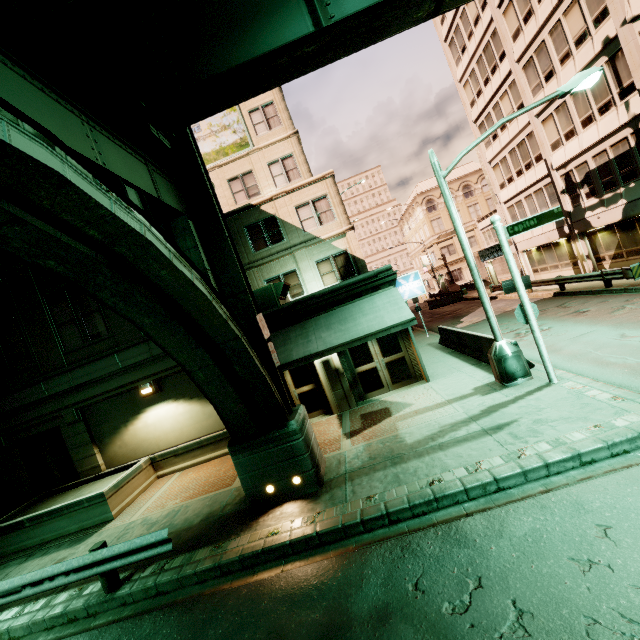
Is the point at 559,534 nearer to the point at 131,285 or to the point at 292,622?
the point at 292,622

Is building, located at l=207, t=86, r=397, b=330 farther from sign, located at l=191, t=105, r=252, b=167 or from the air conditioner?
sign, located at l=191, t=105, r=252, b=167

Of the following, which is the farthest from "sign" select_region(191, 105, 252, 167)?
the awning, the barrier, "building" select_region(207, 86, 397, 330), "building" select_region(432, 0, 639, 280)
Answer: "building" select_region(432, 0, 639, 280)

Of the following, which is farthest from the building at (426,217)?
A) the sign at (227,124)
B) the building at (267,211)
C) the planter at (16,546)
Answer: the planter at (16,546)

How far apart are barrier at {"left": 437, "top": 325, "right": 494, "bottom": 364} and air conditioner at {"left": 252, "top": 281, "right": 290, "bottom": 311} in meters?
7.8 m

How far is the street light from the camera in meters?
9.2

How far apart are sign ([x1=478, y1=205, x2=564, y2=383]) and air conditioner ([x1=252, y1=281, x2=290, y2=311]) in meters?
7.4

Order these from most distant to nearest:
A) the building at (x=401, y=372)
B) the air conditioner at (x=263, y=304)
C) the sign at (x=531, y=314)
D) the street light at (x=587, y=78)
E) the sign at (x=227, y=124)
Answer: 1. the sign at (x=227, y=124)
2. the air conditioner at (x=263, y=304)
3. the building at (x=401, y=372)
4. the street light at (x=587, y=78)
5. the sign at (x=531, y=314)
